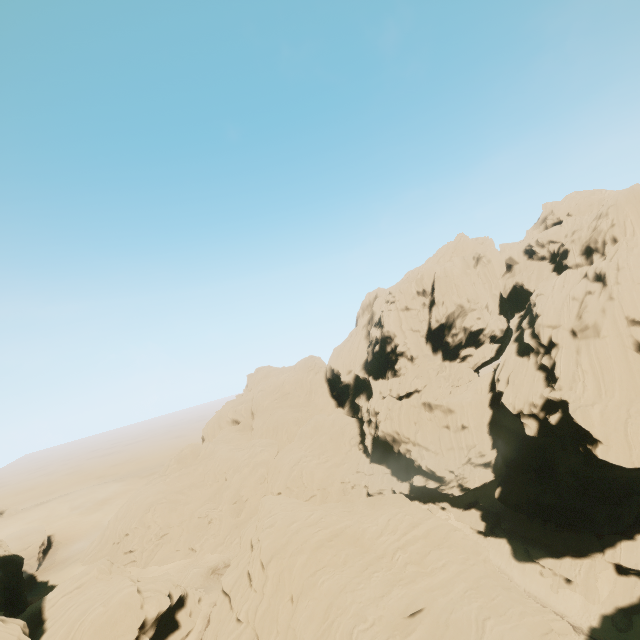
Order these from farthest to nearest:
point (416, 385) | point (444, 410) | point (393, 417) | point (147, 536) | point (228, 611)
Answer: point (416, 385) → point (147, 536) → point (393, 417) → point (444, 410) → point (228, 611)
